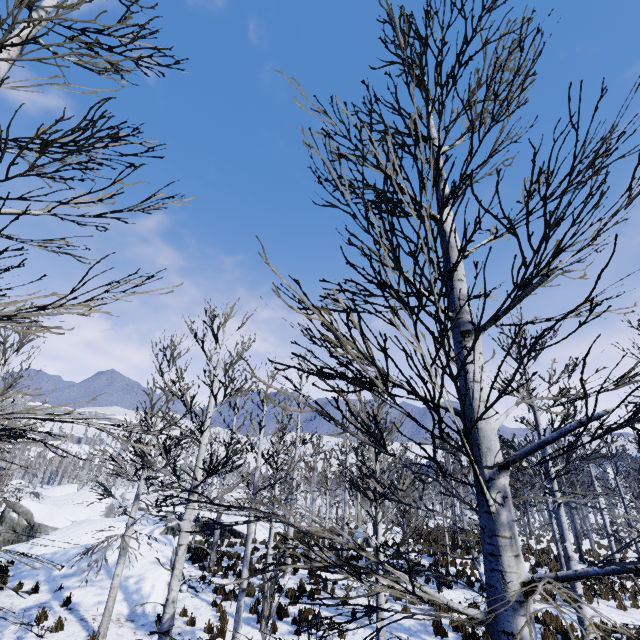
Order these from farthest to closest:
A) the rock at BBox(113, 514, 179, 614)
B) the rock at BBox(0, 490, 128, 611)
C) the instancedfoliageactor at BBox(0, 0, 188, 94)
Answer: the rock at BBox(0, 490, 128, 611)
the rock at BBox(113, 514, 179, 614)
the instancedfoliageactor at BBox(0, 0, 188, 94)

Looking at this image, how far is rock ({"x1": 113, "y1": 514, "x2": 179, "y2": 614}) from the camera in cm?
1112

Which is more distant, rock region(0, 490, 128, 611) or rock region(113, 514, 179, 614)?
rock region(0, 490, 128, 611)

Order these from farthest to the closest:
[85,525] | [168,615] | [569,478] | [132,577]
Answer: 1. [85,525]
2. [132,577]
3. [569,478]
4. [168,615]

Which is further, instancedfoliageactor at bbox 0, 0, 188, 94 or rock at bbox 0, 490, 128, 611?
rock at bbox 0, 490, 128, 611

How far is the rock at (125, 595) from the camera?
11.1m

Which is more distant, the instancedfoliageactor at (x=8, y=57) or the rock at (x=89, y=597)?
the rock at (x=89, y=597)
